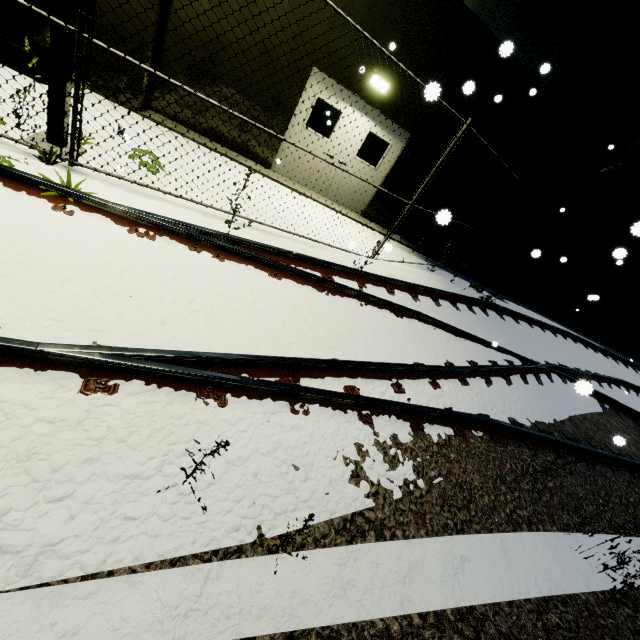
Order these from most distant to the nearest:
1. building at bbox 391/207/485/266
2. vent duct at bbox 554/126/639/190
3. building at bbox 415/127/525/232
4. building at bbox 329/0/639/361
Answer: building at bbox 391/207/485/266 < building at bbox 415/127/525/232 < vent duct at bbox 554/126/639/190 < building at bbox 329/0/639/361

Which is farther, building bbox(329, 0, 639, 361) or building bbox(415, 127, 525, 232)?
building bbox(415, 127, 525, 232)

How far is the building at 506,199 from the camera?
9.1m

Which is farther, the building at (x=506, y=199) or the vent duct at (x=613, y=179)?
the building at (x=506, y=199)

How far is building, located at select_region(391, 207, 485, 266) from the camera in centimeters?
1013cm

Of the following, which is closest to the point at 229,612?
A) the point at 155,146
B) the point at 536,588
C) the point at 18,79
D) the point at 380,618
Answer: the point at 380,618
